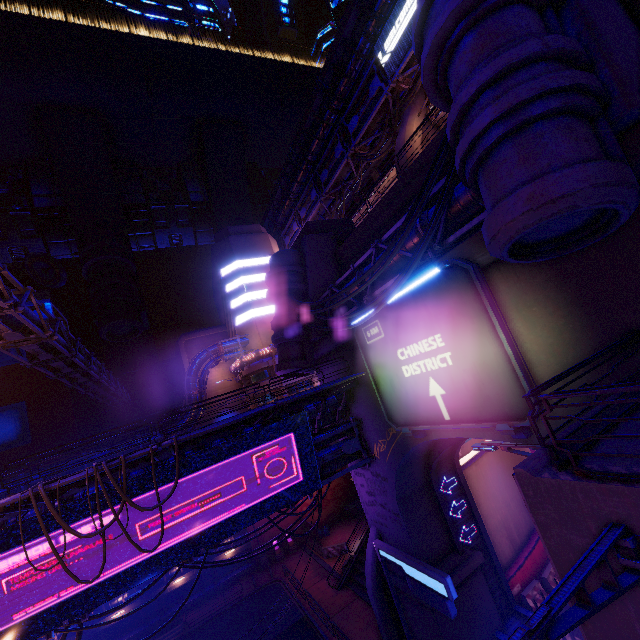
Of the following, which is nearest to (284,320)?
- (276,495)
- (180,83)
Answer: (276,495)

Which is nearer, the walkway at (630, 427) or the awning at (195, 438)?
the walkway at (630, 427)

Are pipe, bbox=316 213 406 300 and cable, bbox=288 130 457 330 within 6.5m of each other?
yes

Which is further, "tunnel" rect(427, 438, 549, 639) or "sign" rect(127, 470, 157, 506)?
"tunnel" rect(427, 438, 549, 639)

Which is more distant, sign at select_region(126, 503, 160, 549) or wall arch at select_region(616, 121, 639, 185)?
sign at select_region(126, 503, 160, 549)

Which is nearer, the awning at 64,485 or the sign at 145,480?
the awning at 64,485

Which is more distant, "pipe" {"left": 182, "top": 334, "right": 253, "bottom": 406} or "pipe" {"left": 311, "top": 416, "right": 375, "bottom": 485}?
"pipe" {"left": 182, "top": 334, "right": 253, "bottom": 406}

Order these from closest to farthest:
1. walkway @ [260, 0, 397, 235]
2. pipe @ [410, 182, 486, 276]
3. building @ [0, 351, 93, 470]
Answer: pipe @ [410, 182, 486, 276], walkway @ [260, 0, 397, 235], building @ [0, 351, 93, 470]
